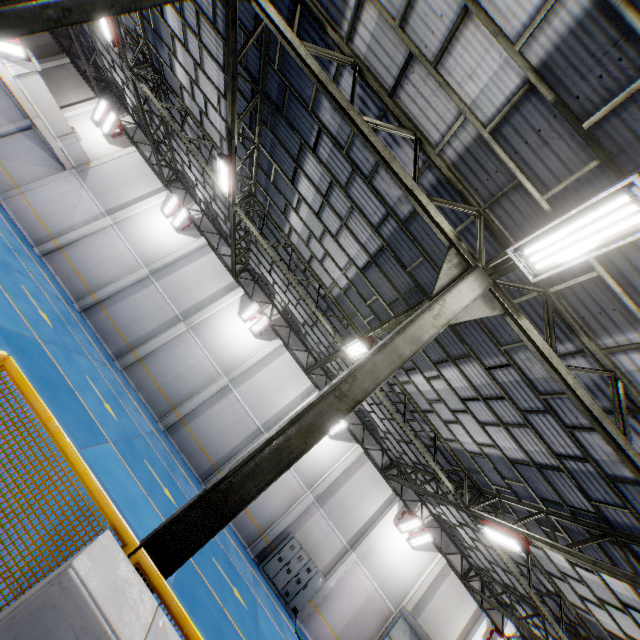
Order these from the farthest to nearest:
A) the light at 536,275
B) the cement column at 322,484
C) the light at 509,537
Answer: the cement column at 322,484 → the light at 509,537 → the light at 536,275

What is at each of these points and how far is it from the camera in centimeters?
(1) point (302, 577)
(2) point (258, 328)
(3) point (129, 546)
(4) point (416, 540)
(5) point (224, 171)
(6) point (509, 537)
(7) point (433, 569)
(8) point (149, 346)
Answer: (1) cabinet, 1630cm
(2) light, 1930cm
(3) metal panel, 262cm
(4) light, 1833cm
(5) light, 1096cm
(6) light, 977cm
(7) cement column, 1836cm
(8) cement column, 1780cm

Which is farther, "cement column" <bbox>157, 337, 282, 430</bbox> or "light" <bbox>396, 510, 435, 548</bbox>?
"light" <bbox>396, 510, 435, 548</bbox>

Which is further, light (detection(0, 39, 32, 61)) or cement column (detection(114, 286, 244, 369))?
cement column (detection(114, 286, 244, 369))

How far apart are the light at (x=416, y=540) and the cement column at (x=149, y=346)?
16.19m

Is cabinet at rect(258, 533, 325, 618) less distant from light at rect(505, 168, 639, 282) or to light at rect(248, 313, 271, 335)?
light at rect(248, 313, 271, 335)

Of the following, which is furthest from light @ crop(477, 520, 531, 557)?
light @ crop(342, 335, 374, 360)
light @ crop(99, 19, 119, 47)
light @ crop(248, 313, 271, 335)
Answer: light @ crop(99, 19, 119, 47)

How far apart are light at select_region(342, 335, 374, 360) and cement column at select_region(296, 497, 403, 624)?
12.26m
